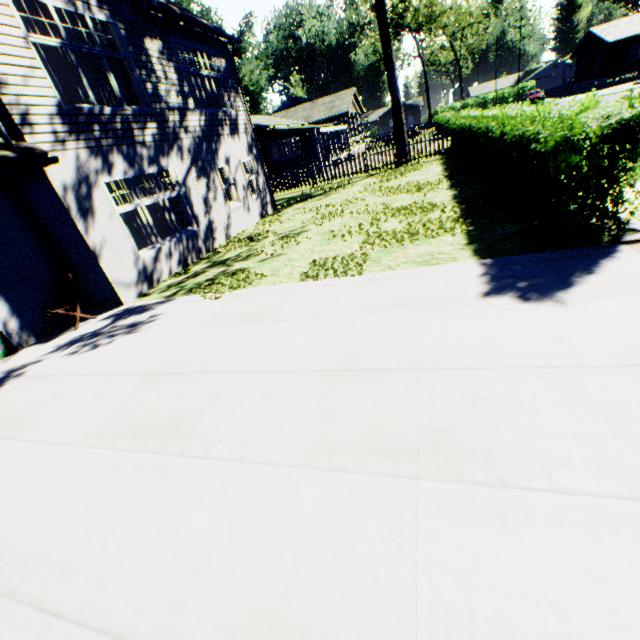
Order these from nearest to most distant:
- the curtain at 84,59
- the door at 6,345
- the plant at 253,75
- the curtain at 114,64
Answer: the door at 6,345
the curtain at 84,59
the curtain at 114,64
the plant at 253,75

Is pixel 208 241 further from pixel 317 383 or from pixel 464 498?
pixel 464 498

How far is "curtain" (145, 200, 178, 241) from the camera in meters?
9.4 m

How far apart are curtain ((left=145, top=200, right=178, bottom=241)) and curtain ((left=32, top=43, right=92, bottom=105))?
2.20m

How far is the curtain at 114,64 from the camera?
8.59m

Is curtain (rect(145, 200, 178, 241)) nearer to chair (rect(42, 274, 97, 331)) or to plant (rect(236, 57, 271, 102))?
chair (rect(42, 274, 97, 331))

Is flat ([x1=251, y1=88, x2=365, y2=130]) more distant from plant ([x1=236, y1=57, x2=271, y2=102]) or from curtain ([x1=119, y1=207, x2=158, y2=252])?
curtain ([x1=119, y1=207, x2=158, y2=252])
